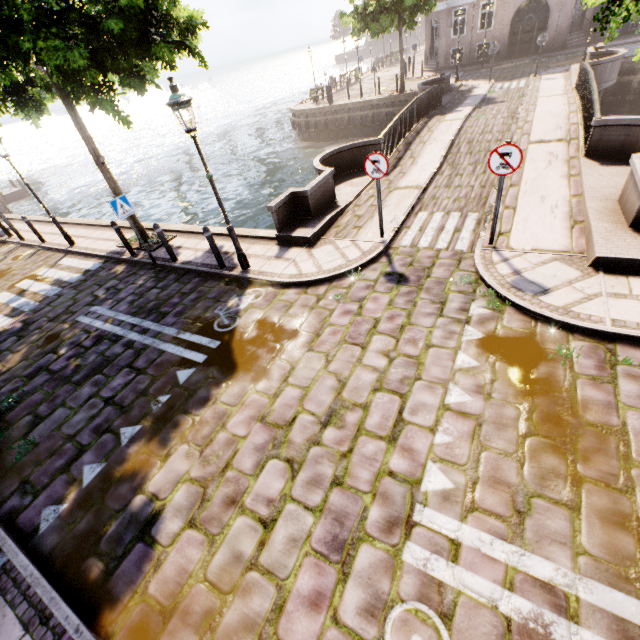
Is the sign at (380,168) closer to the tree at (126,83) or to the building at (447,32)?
the tree at (126,83)

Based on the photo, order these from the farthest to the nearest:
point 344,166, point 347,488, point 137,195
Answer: point 137,195, point 344,166, point 347,488

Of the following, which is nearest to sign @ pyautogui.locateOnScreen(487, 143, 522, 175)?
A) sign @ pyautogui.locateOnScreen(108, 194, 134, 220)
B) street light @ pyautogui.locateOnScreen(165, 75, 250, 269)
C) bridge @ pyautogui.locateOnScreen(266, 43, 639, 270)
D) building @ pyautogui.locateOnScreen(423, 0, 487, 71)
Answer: bridge @ pyautogui.locateOnScreen(266, 43, 639, 270)

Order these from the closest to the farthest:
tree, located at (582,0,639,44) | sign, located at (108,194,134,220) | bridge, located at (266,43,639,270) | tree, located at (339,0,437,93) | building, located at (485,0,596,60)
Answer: tree, located at (582,0,639,44), bridge, located at (266,43,639,270), sign, located at (108,194,134,220), tree, located at (339,0,437,93), building, located at (485,0,596,60)

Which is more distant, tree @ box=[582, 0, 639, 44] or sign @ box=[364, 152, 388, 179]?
sign @ box=[364, 152, 388, 179]

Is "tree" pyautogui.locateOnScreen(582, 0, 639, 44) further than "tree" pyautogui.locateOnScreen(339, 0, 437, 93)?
No

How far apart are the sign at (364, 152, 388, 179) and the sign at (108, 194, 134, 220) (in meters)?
6.10

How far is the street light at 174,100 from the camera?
5.6m
